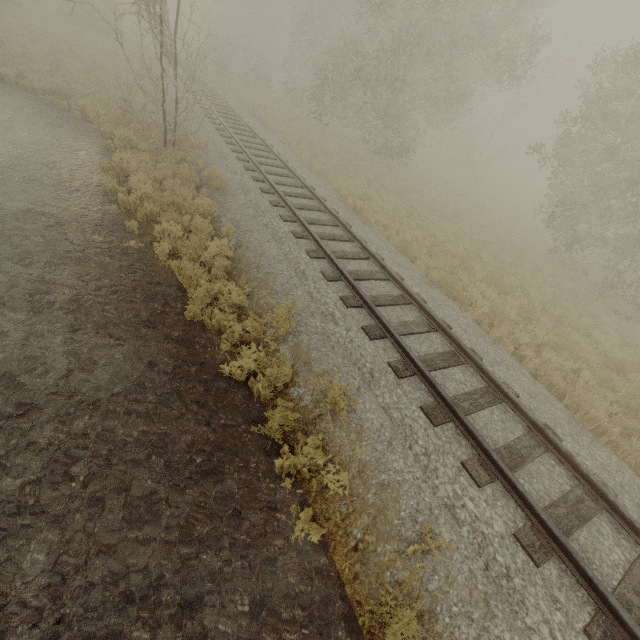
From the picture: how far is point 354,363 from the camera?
6.0m
